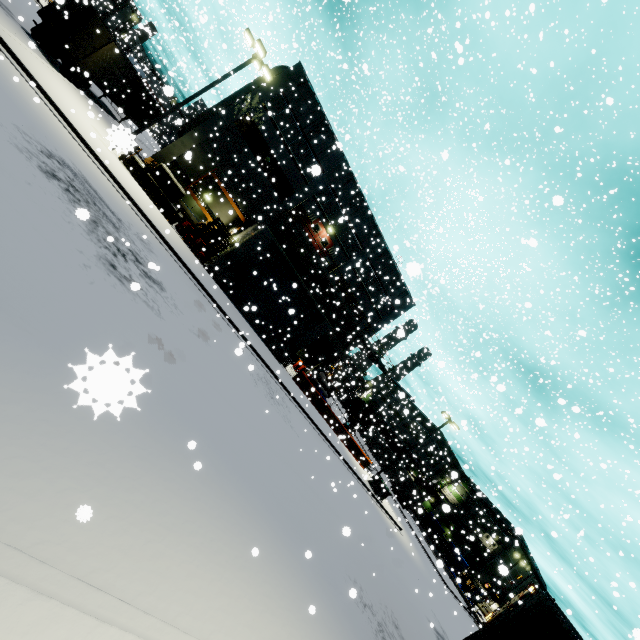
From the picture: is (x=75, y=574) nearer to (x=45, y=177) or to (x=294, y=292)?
(x=45, y=177)

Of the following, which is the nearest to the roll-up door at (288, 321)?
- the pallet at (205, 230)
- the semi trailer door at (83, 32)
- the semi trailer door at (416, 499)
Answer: the pallet at (205, 230)

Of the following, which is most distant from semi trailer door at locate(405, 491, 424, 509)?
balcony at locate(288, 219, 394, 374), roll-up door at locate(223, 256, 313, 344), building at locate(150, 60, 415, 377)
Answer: roll-up door at locate(223, 256, 313, 344)

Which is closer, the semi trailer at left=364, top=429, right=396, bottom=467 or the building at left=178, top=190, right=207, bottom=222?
the building at left=178, top=190, right=207, bottom=222

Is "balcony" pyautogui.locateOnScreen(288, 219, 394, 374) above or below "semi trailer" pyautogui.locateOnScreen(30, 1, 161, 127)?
above

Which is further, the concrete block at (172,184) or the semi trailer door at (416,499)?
the semi trailer door at (416,499)

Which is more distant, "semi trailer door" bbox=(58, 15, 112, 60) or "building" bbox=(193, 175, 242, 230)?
"building" bbox=(193, 175, 242, 230)

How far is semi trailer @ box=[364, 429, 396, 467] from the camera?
52.8 meters
